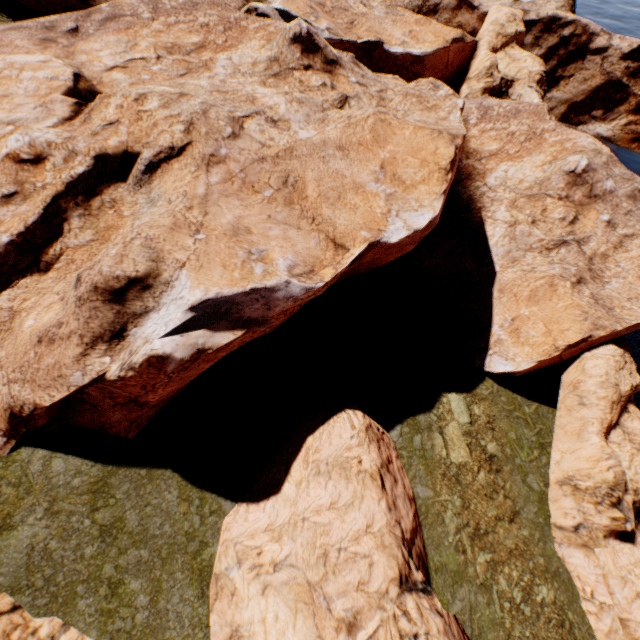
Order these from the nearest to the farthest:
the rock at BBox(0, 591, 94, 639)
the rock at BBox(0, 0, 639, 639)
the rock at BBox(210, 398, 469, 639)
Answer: the rock at BBox(0, 591, 94, 639) → the rock at BBox(210, 398, 469, 639) → the rock at BBox(0, 0, 639, 639)

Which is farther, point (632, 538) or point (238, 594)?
point (632, 538)

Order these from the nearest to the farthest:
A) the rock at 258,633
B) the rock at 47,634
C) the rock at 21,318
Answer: the rock at 47,634 < the rock at 258,633 < the rock at 21,318

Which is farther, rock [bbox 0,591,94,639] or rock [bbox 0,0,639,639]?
rock [bbox 0,0,639,639]

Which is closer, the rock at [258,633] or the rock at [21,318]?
the rock at [258,633]
